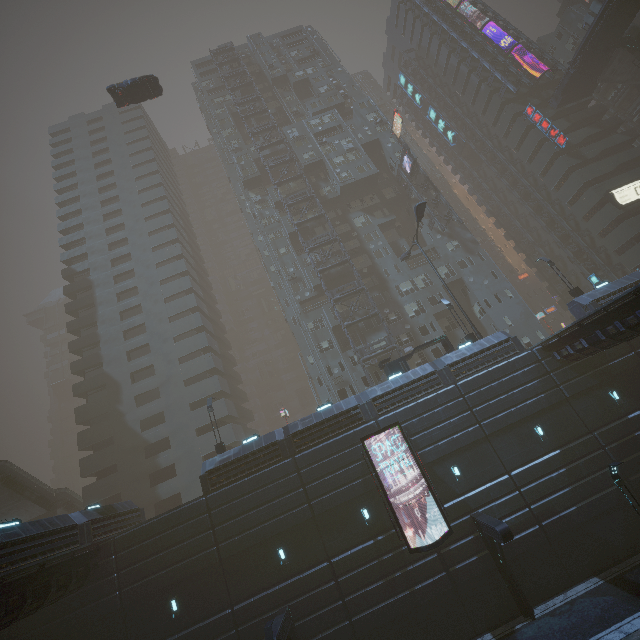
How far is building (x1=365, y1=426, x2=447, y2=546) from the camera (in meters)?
18.75

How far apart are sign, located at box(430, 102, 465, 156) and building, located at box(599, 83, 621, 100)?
24.4m

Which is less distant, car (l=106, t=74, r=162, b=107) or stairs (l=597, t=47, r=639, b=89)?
car (l=106, t=74, r=162, b=107)

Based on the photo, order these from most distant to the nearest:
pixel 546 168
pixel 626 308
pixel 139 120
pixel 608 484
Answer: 1. pixel 139 120
2. pixel 546 168
3. pixel 608 484
4. pixel 626 308

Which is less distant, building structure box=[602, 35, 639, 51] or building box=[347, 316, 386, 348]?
building box=[347, 316, 386, 348]

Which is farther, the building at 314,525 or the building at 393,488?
the building at 393,488
